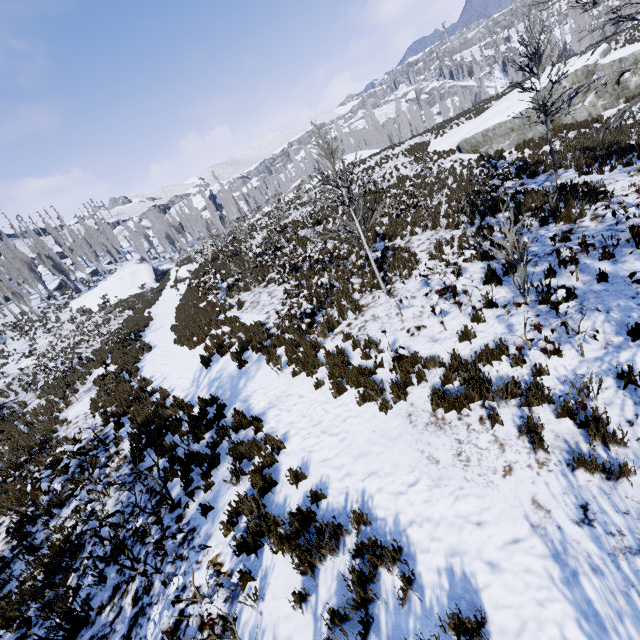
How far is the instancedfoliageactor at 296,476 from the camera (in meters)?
5.40

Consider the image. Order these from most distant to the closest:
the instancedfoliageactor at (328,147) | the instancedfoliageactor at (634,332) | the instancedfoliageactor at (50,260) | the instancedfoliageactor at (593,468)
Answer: the instancedfoliageactor at (50,260) → the instancedfoliageactor at (328,147) → the instancedfoliageactor at (634,332) → the instancedfoliageactor at (593,468)

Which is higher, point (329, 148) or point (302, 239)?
point (329, 148)

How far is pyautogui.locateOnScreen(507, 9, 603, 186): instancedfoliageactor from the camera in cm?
1079

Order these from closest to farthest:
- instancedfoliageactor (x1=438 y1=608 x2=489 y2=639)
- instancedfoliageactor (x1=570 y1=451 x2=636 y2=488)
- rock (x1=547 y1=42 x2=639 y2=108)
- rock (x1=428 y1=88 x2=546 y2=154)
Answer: instancedfoliageactor (x1=438 y1=608 x2=489 y2=639)
instancedfoliageactor (x1=570 y1=451 x2=636 y2=488)
rock (x1=547 y1=42 x2=639 y2=108)
rock (x1=428 y1=88 x2=546 y2=154)

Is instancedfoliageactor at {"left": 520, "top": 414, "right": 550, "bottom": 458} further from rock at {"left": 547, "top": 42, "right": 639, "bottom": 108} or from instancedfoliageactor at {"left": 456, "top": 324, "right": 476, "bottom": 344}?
rock at {"left": 547, "top": 42, "right": 639, "bottom": 108}

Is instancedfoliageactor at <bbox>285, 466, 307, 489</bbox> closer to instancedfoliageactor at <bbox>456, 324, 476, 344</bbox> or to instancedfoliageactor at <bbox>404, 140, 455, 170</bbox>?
instancedfoliageactor at <bbox>456, 324, 476, 344</bbox>
